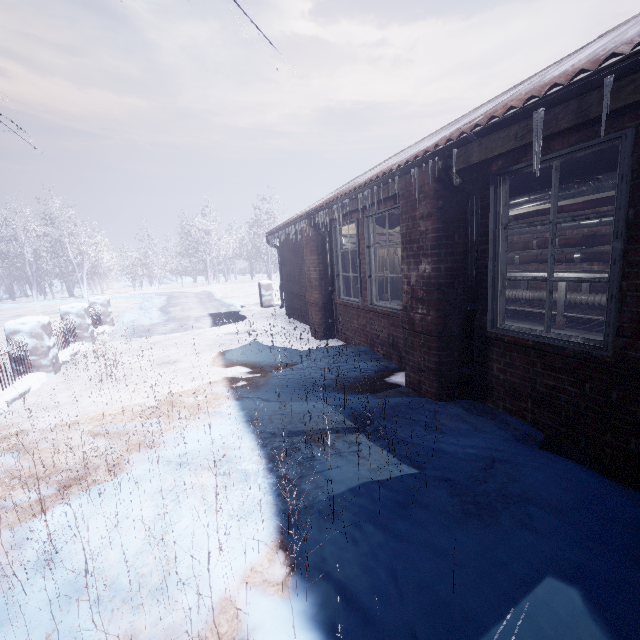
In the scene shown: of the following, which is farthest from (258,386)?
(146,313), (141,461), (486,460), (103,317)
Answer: (146,313)

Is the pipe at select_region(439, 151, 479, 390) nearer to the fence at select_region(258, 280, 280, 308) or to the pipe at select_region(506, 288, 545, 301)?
the pipe at select_region(506, 288, 545, 301)

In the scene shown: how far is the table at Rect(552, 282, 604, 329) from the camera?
4.54m

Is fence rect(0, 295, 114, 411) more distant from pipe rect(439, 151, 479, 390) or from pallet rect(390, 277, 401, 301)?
pallet rect(390, 277, 401, 301)

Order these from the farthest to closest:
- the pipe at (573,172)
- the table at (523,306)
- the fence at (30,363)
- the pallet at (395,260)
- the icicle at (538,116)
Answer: the pallet at (395,260) → the table at (523,306) → the fence at (30,363) → the pipe at (573,172) → the icicle at (538,116)

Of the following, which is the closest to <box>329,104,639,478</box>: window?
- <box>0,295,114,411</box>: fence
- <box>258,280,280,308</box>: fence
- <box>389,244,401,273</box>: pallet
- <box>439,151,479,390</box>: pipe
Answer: <box>439,151,479,390</box>: pipe

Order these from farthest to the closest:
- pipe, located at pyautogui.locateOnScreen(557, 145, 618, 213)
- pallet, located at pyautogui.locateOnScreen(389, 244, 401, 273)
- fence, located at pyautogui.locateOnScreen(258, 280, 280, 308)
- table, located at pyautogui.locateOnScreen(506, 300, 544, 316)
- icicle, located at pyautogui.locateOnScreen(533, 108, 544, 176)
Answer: fence, located at pyautogui.locateOnScreen(258, 280, 280, 308), pallet, located at pyautogui.locateOnScreen(389, 244, 401, 273), table, located at pyautogui.locateOnScreen(506, 300, 544, 316), pipe, located at pyautogui.locateOnScreen(557, 145, 618, 213), icicle, located at pyautogui.locateOnScreen(533, 108, 544, 176)

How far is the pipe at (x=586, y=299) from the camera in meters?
4.6
